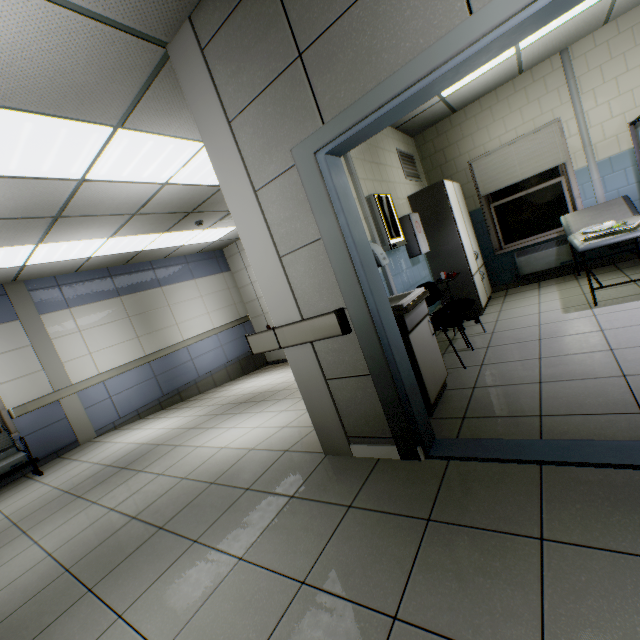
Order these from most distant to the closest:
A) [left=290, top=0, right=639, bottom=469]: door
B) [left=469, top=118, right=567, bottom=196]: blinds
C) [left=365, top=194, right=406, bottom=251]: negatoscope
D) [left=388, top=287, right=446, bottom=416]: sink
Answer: [left=469, top=118, right=567, bottom=196]: blinds, [left=365, top=194, right=406, bottom=251]: negatoscope, [left=388, top=287, right=446, bottom=416]: sink, [left=290, top=0, right=639, bottom=469]: door

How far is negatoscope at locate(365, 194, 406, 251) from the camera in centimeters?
383cm

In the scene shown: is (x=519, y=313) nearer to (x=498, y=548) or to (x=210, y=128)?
(x=498, y=548)

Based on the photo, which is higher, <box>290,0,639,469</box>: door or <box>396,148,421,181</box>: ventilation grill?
<box>396,148,421,181</box>: ventilation grill

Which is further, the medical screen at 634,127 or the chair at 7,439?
the chair at 7,439

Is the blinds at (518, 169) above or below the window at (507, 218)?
above

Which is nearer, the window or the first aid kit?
the first aid kit

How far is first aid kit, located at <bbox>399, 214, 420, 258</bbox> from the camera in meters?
4.4 m
